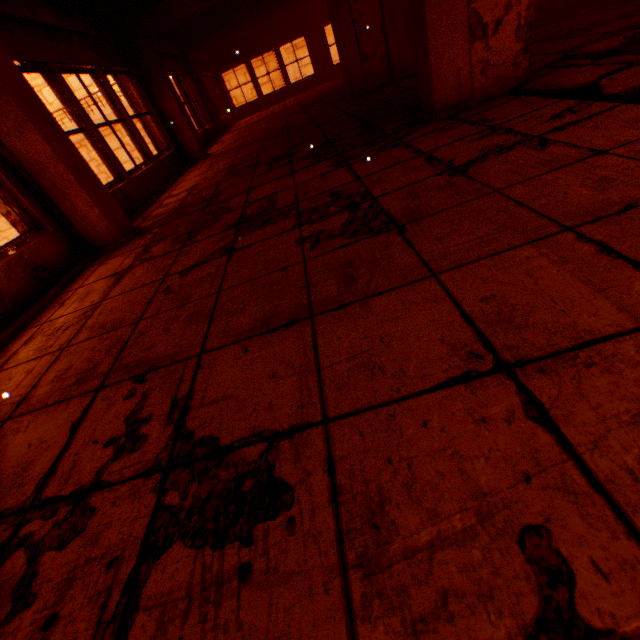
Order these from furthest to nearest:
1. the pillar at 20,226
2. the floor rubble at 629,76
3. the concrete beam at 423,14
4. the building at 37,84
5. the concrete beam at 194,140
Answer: the building at 37,84 < the concrete beam at 194,140 < the pillar at 20,226 < the concrete beam at 423,14 < the floor rubble at 629,76

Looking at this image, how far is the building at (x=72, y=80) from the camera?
36.39m

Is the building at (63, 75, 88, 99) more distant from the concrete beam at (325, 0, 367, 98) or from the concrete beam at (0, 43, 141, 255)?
the concrete beam at (0, 43, 141, 255)

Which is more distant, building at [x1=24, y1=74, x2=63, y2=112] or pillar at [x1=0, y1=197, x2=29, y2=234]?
building at [x1=24, y1=74, x2=63, y2=112]

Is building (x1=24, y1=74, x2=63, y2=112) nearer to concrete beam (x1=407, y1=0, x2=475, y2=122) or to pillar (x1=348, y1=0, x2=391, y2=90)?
pillar (x1=348, y1=0, x2=391, y2=90)

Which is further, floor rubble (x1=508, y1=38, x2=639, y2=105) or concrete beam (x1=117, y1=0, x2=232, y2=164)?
concrete beam (x1=117, y1=0, x2=232, y2=164)

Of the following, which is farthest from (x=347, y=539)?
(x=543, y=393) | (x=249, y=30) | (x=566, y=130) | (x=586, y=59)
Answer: (x=249, y=30)

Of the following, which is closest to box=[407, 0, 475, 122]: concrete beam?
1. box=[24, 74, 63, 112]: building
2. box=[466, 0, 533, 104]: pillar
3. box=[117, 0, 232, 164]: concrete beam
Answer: box=[466, 0, 533, 104]: pillar
